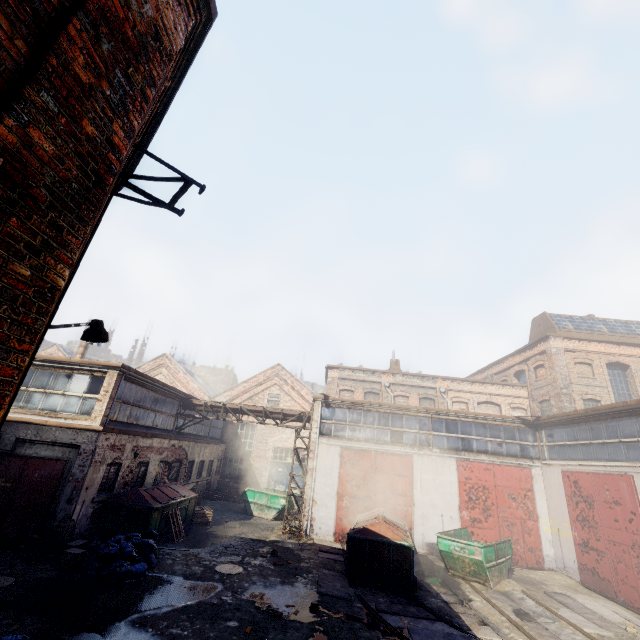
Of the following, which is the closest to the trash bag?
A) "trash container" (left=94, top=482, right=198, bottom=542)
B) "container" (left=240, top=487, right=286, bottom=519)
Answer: "trash container" (left=94, top=482, right=198, bottom=542)

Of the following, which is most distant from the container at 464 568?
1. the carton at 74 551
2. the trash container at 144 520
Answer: the carton at 74 551

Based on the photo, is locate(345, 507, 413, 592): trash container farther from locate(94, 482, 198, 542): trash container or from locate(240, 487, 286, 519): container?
locate(94, 482, 198, 542): trash container

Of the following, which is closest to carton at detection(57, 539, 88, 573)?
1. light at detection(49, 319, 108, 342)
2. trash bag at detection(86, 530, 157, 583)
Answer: trash bag at detection(86, 530, 157, 583)

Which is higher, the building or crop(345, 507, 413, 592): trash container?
the building

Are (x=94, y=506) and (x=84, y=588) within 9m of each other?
yes

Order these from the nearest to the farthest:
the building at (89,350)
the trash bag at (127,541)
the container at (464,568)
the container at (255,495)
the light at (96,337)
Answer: the light at (96,337) → the trash bag at (127,541) → the container at (464,568) → the container at (255,495) → the building at (89,350)

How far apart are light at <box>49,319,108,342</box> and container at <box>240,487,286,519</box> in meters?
16.5
